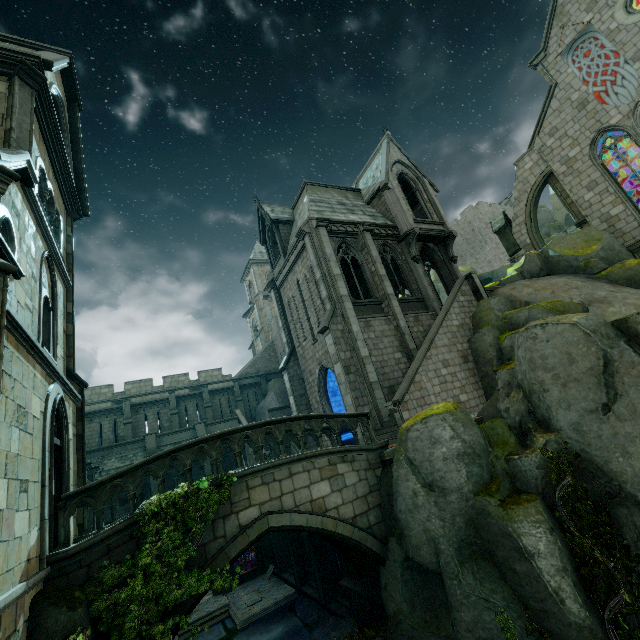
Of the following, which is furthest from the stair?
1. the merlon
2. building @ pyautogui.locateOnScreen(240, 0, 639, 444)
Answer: the merlon

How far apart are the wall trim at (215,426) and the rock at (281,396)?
3.6m

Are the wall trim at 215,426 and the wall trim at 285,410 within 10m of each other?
yes

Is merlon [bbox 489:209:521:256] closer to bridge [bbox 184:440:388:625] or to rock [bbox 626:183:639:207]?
rock [bbox 626:183:639:207]

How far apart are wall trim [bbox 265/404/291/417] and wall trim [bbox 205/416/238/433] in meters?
2.6

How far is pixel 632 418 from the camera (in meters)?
7.27

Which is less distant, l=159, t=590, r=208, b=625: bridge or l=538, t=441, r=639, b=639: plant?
l=538, t=441, r=639, b=639: plant

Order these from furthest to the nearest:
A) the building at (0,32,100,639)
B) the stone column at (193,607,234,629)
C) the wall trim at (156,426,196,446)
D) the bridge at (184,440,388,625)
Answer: the wall trim at (156,426,196,446)
the stone column at (193,607,234,629)
the bridge at (184,440,388,625)
the building at (0,32,100,639)
